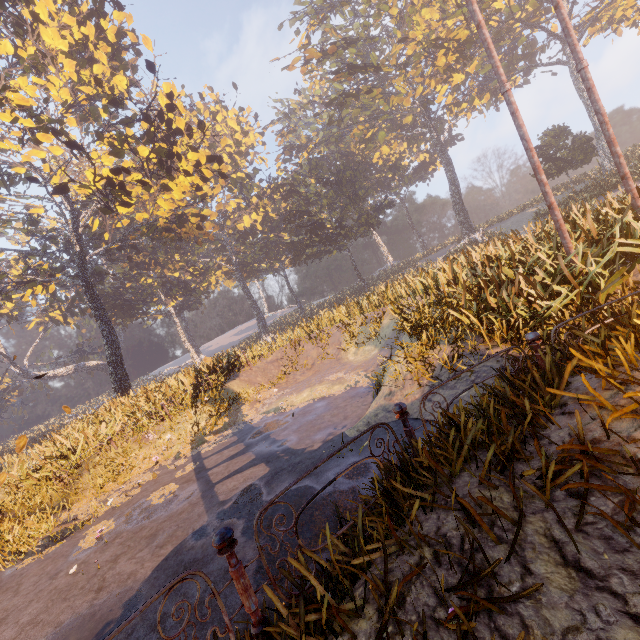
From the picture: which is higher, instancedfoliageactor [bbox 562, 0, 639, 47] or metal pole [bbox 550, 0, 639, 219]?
instancedfoliageactor [bbox 562, 0, 639, 47]

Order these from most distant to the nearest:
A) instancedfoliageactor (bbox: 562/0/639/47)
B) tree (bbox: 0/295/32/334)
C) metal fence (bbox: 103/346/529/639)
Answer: tree (bbox: 0/295/32/334)
instancedfoliageactor (bbox: 562/0/639/47)
metal fence (bbox: 103/346/529/639)

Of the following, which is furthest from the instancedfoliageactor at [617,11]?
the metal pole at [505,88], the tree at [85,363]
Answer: the tree at [85,363]

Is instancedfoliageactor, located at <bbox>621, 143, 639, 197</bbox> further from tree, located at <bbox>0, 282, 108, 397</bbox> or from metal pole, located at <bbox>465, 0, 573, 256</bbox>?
tree, located at <bbox>0, 282, 108, 397</bbox>

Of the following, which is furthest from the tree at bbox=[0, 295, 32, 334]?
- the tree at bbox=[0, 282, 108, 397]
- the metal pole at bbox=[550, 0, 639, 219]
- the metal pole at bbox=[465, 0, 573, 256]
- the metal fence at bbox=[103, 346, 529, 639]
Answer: the metal pole at bbox=[550, 0, 639, 219]

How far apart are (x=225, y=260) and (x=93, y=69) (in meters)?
27.71

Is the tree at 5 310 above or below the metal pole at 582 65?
above

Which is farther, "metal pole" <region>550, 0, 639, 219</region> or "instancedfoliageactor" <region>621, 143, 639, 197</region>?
"instancedfoliageactor" <region>621, 143, 639, 197</region>
